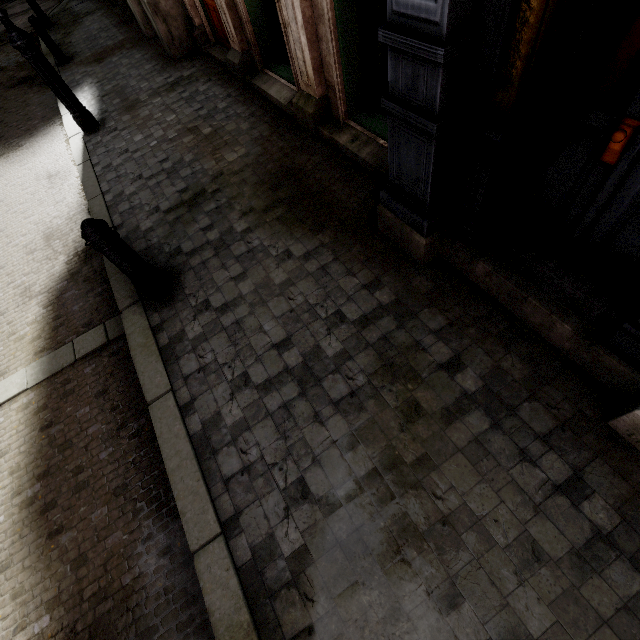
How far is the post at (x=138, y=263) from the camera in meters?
2.8 m

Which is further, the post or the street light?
the street light

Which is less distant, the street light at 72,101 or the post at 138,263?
the post at 138,263

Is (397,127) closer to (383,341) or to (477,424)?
(383,341)

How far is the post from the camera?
2.8 meters
